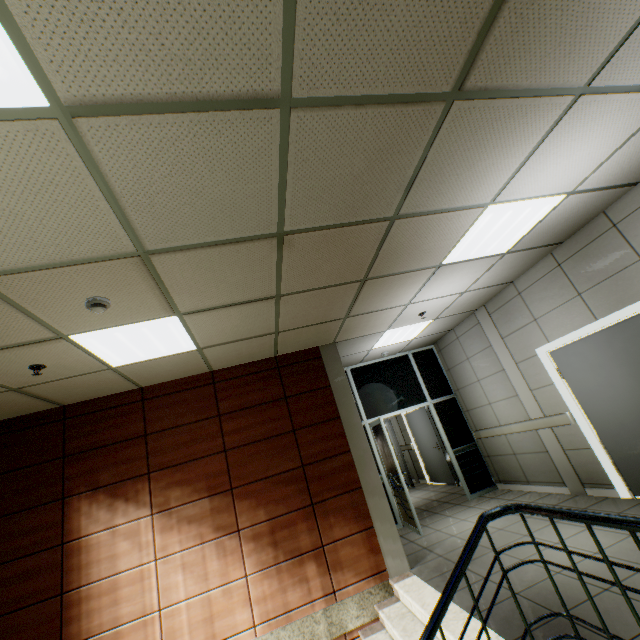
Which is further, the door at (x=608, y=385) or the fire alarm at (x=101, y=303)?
the door at (x=608, y=385)

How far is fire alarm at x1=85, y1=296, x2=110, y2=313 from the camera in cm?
254

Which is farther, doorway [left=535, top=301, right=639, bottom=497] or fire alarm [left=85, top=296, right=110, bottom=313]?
doorway [left=535, top=301, right=639, bottom=497]

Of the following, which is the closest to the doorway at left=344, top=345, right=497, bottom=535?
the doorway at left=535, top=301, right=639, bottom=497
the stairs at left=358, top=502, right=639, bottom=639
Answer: the stairs at left=358, top=502, right=639, bottom=639

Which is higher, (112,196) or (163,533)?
(112,196)

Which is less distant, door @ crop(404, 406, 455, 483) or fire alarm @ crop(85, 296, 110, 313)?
fire alarm @ crop(85, 296, 110, 313)

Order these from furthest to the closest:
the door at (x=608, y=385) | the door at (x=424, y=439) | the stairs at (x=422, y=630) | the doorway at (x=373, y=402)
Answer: the door at (x=424, y=439) → the doorway at (x=373, y=402) → the door at (x=608, y=385) → the stairs at (x=422, y=630)

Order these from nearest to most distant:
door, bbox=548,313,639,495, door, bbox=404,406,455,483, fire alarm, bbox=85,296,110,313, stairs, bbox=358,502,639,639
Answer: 1. stairs, bbox=358,502,639,639
2. fire alarm, bbox=85,296,110,313
3. door, bbox=548,313,639,495
4. door, bbox=404,406,455,483
